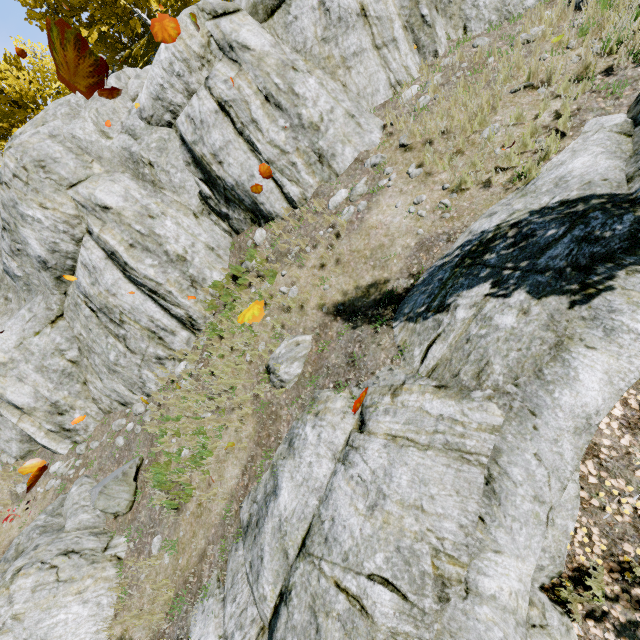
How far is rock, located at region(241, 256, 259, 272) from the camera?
8.1m

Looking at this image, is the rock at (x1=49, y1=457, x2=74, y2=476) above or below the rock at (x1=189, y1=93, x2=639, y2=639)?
above

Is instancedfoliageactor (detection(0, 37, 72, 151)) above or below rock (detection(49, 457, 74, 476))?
above

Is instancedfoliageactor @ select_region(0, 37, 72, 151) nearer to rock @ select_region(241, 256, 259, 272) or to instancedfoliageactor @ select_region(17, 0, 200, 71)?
rock @ select_region(241, 256, 259, 272)

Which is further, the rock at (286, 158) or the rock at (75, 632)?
the rock at (286, 158)

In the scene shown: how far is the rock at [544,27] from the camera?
6.4m

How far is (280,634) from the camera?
3.9 meters
